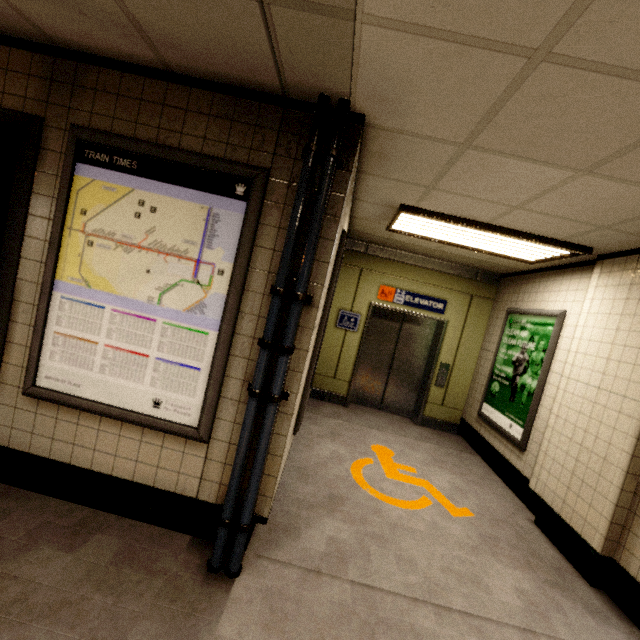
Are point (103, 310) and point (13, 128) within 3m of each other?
yes

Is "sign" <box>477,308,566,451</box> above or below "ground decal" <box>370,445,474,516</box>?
above

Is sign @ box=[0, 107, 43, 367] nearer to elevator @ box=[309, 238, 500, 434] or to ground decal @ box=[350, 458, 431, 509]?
ground decal @ box=[350, 458, 431, 509]

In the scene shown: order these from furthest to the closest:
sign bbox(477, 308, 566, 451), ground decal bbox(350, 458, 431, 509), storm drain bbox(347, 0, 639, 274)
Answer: sign bbox(477, 308, 566, 451) < ground decal bbox(350, 458, 431, 509) < storm drain bbox(347, 0, 639, 274)

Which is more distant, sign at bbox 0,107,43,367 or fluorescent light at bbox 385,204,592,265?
fluorescent light at bbox 385,204,592,265

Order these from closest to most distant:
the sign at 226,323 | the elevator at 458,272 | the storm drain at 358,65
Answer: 1. the storm drain at 358,65
2. the sign at 226,323
3. the elevator at 458,272

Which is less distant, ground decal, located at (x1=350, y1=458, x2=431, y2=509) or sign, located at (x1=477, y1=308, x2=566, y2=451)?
ground decal, located at (x1=350, y1=458, x2=431, y2=509)

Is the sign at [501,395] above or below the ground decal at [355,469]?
above
